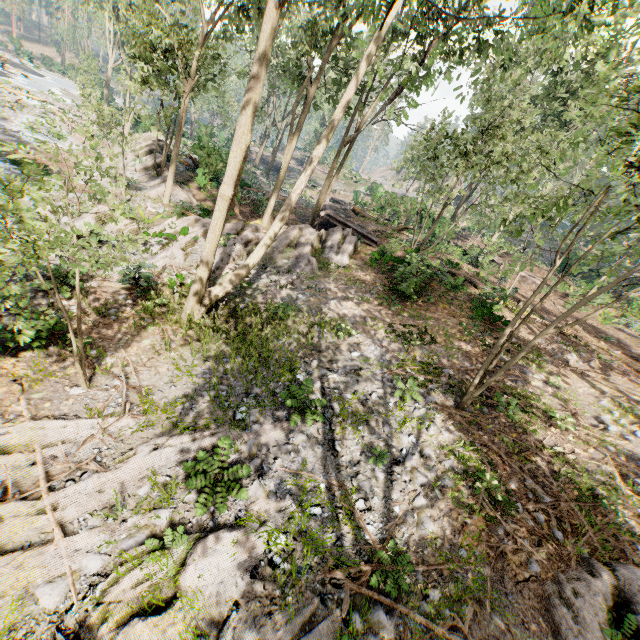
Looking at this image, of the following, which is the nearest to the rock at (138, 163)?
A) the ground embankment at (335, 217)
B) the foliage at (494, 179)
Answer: the foliage at (494, 179)

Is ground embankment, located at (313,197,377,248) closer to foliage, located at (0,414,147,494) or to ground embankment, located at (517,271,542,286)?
foliage, located at (0,414,147,494)

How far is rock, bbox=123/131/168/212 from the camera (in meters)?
19.20

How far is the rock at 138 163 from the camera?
19.2 meters

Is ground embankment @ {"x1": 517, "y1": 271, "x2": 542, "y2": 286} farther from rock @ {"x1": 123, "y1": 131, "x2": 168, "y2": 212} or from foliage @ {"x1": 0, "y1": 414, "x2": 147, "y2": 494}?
rock @ {"x1": 123, "y1": 131, "x2": 168, "y2": 212}

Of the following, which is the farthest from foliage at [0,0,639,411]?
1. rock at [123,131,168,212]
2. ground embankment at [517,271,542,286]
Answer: ground embankment at [517,271,542,286]

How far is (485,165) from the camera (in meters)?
14.70

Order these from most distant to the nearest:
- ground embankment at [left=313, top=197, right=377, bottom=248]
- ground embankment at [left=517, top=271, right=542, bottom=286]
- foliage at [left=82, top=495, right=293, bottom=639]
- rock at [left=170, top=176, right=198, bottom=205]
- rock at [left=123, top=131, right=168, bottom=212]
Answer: ground embankment at [left=517, top=271, right=542, bottom=286] < ground embankment at [left=313, top=197, right=377, bottom=248] < rock at [left=170, top=176, right=198, bottom=205] < rock at [left=123, top=131, right=168, bottom=212] < foliage at [left=82, top=495, right=293, bottom=639]
